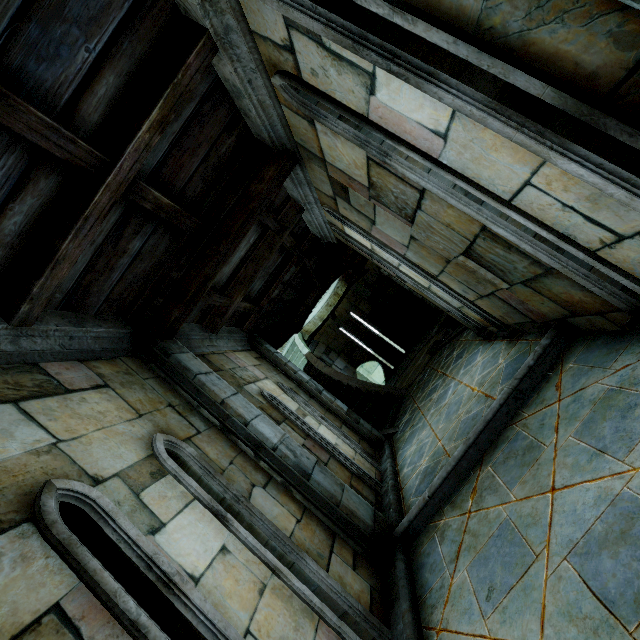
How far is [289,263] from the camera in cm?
770
